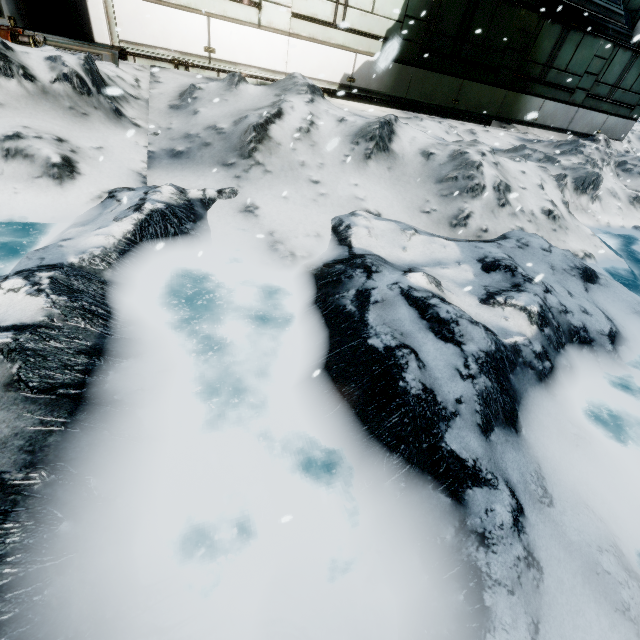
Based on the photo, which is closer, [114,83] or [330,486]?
[330,486]
